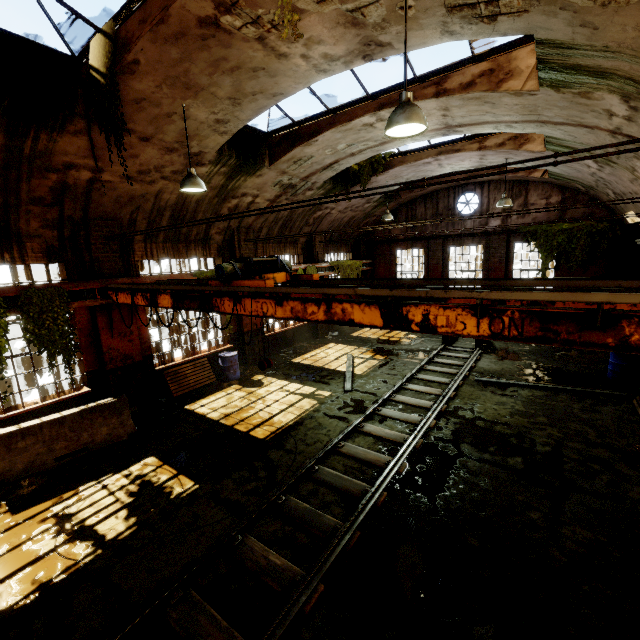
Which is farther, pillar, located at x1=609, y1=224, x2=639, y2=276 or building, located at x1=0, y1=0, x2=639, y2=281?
pillar, located at x1=609, y1=224, x2=639, y2=276

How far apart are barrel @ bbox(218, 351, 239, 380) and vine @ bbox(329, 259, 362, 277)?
7.3m

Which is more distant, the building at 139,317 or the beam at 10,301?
the building at 139,317

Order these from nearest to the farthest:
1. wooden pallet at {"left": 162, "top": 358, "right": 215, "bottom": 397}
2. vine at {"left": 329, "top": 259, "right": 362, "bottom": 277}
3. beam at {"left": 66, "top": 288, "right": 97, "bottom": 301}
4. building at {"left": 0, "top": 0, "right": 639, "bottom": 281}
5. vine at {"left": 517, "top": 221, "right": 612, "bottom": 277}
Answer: building at {"left": 0, "top": 0, "right": 639, "bottom": 281}, beam at {"left": 66, "top": 288, "right": 97, "bottom": 301}, wooden pallet at {"left": 162, "top": 358, "right": 215, "bottom": 397}, vine at {"left": 517, "top": 221, "right": 612, "bottom": 277}, vine at {"left": 329, "top": 259, "right": 362, "bottom": 277}

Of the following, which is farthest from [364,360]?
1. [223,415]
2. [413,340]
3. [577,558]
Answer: [577,558]

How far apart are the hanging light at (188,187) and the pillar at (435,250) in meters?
14.5

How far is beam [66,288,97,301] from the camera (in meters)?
7.98

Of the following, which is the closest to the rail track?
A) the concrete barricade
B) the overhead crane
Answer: the overhead crane
